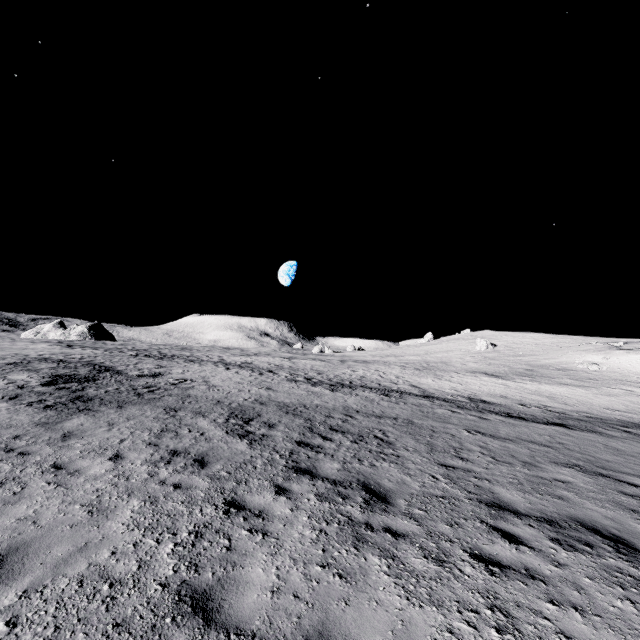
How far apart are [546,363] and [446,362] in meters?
12.8 m
